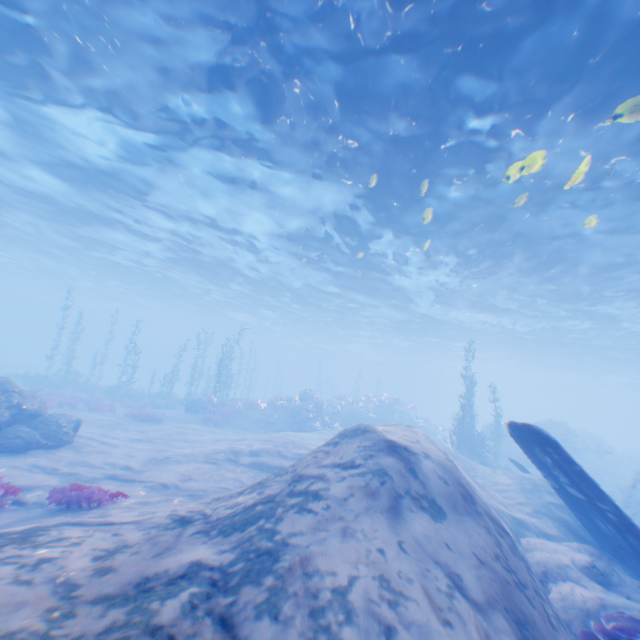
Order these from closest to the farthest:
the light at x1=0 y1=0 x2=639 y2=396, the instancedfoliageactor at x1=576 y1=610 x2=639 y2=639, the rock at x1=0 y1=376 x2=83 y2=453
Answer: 1. the instancedfoliageactor at x1=576 y1=610 x2=639 y2=639
2. the light at x1=0 y1=0 x2=639 y2=396
3. the rock at x1=0 y1=376 x2=83 y2=453

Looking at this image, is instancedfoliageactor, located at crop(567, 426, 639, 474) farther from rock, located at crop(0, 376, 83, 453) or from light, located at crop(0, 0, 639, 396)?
light, located at crop(0, 0, 639, 396)

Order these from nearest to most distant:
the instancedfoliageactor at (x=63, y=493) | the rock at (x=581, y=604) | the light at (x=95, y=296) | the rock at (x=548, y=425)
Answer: the rock at (x=581, y=604)
the instancedfoliageactor at (x=63, y=493)
the light at (x=95, y=296)
the rock at (x=548, y=425)

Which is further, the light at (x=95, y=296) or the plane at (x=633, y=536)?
the light at (x=95, y=296)

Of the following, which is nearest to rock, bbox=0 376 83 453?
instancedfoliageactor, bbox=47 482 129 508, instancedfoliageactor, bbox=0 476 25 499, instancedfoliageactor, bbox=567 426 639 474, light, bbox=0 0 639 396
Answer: light, bbox=0 0 639 396

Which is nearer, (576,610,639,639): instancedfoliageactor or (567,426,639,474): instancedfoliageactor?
(576,610,639,639): instancedfoliageactor

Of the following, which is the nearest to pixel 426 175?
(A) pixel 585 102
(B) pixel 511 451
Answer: (A) pixel 585 102

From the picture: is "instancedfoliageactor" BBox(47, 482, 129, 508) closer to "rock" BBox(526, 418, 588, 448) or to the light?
"rock" BBox(526, 418, 588, 448)
